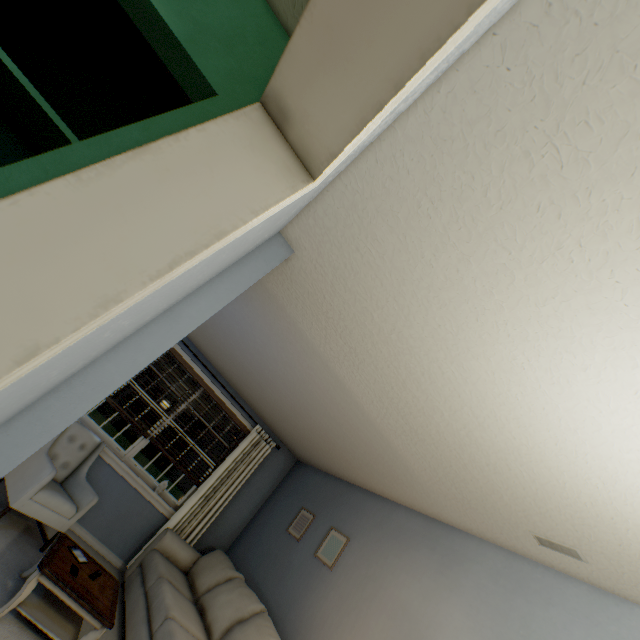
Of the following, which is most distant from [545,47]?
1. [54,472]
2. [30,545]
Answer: [30,545]

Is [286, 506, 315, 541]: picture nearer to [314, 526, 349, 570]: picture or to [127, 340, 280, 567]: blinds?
[314, 526, 349, 570]: picture

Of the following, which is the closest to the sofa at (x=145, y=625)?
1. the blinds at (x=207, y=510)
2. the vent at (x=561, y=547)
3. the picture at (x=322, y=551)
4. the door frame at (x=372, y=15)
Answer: the blinds at (x=207, y=510)

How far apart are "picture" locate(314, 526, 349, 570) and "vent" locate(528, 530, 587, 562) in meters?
2.0 m

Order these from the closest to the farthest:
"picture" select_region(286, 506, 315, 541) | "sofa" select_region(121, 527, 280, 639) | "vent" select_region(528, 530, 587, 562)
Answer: "vent" select_region(528, 530, 587, 562) → "sofa" select_region(121, 527, 280, 639) → "picture" select_region(286, 506, 315, 541)

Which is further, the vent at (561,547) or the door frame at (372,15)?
the vent at (561,547)

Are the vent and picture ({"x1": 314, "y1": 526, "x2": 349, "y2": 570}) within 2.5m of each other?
yes

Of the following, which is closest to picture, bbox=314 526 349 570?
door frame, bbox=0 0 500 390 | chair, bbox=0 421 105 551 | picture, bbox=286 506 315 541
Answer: picture, bbox=286 506 315 541
